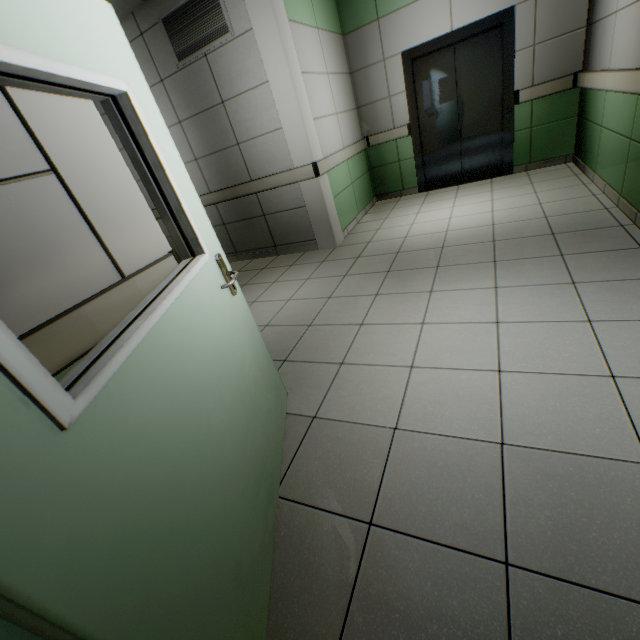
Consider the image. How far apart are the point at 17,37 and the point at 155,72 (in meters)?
4.59

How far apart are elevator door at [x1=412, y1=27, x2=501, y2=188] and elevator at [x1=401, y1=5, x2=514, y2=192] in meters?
0.0

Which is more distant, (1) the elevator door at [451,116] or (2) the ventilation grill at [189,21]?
(1) the elevator door at [451,116]

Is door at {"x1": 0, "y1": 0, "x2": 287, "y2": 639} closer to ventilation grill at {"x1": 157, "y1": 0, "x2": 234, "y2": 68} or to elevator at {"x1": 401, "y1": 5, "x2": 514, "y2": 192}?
ventilation grill at {"x1": 157, "y1": 0, "x2": 234, "y2": 68}

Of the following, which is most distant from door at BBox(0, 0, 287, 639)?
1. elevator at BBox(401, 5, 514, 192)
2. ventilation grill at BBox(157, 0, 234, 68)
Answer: elevator at BBox(401, 5, 514, 192)

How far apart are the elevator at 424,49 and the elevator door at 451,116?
0.01m

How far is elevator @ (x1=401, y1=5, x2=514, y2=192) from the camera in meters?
4.4

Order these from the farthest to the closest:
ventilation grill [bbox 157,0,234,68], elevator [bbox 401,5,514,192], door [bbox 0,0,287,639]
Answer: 1. elevator [bbox 401,5,514,192]
2. ventilation grill [bbox 157,0,234,68]
3. door [bbox 0,0,287,639]
